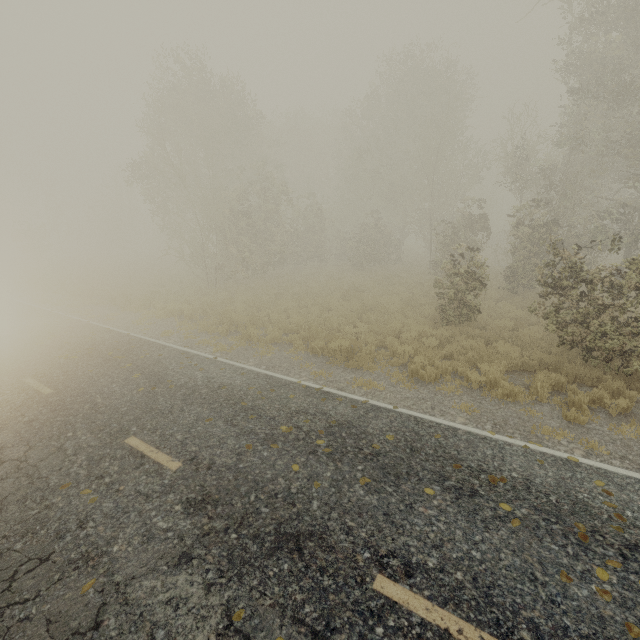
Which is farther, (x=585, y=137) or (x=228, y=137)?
(x=228, y=137)
